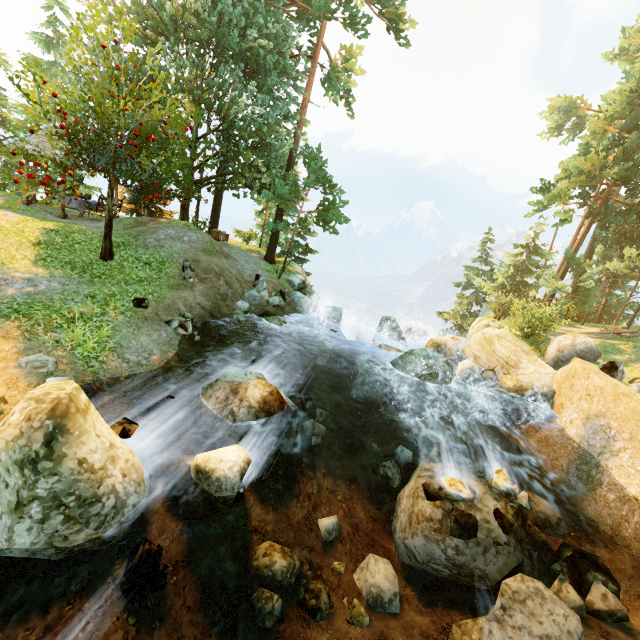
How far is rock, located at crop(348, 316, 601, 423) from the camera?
12.3 meters

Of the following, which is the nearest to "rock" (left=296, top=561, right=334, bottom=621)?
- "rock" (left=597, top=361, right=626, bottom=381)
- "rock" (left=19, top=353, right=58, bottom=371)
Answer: "rock" (left=19, top=353, right=58, bottom=371)

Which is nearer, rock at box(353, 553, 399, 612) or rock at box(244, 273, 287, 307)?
rock at box(353, 553, 399, 612)

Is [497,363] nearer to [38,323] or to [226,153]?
[38,323]

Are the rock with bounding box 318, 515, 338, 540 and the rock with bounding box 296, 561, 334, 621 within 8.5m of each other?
yes

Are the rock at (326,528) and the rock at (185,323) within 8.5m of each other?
yes

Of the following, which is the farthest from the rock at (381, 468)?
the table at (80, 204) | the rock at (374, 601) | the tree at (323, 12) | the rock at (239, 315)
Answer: the table at (80, 204)

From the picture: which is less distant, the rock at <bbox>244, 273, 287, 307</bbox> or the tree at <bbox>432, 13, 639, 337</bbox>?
the rock at <bbox>244, 273, 287, 307</bbox>
